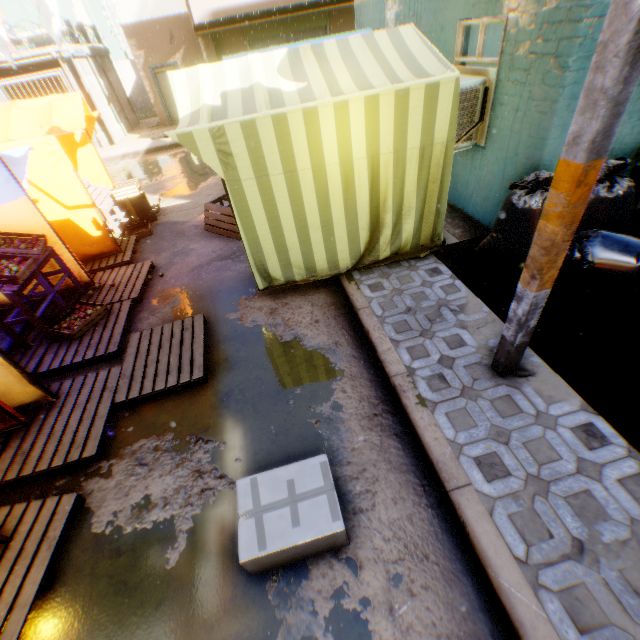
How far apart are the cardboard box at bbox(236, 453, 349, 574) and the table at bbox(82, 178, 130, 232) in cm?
698

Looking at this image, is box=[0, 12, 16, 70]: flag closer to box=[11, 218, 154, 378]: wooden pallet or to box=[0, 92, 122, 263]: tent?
box=[0, 92, 122, 263]: tent

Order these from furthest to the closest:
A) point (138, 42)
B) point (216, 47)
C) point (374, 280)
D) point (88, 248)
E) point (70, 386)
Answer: point (138, 42) → point (216, 47) → point (88, 248) → point (374, 280) → point (70, 386)

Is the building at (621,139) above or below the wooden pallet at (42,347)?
above

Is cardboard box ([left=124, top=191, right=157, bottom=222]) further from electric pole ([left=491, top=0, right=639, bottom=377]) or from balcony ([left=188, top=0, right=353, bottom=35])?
balcony ([left=188, top=0, right=353, bottom=35])

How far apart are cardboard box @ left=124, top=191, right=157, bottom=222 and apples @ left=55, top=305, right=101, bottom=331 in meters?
2.8

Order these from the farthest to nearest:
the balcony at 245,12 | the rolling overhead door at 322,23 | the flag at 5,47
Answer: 1. the rolling overhead door at 322,23
2. the balcony at 245,12
3. the flag at 5,47

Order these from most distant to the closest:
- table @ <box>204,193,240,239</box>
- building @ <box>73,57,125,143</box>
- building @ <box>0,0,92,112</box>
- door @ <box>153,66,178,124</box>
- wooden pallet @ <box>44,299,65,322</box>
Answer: door @ <box>153,66,178,124</box>
building @ <box>73,57,125,143</box>
building @ <box>0,0,92,112</box>
table @ <box>204,193,240,239</box>
wooden pallet @ <box>44,299,65,322</box>
